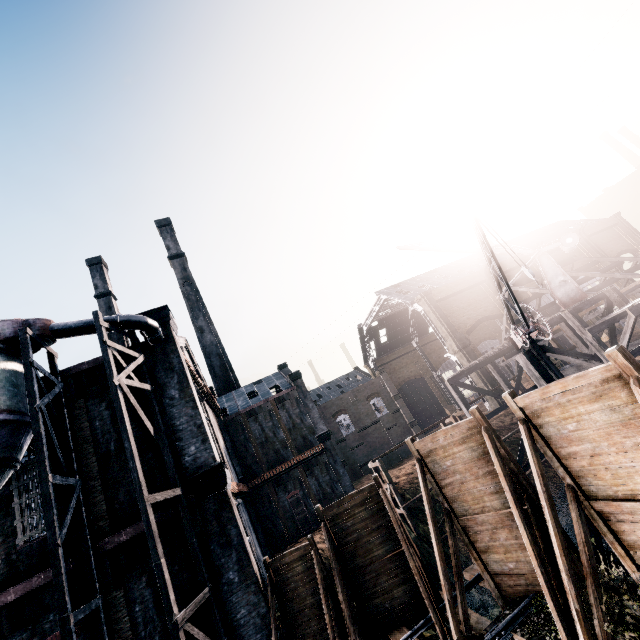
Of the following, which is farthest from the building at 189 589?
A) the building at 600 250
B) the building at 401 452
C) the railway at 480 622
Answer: the building at 600 250

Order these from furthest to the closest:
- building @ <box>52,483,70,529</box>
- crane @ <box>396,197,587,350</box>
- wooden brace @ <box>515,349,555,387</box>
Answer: wooden brace @ <box>515,349,555,387</box> < crane @ <box>396,197,587,350</box> < building @ <box>52,483,70,529</box>

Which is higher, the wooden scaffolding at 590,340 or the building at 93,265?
the building at 93,265

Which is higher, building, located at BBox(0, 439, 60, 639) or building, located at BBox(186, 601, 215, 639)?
building, located at BBox(0, 439, 60, 639)

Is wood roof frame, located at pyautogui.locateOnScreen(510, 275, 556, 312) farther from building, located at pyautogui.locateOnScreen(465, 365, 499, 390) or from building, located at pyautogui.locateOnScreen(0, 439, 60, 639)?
building, located at pyautogui.locateOnScreen(0, 439, 60, 639)

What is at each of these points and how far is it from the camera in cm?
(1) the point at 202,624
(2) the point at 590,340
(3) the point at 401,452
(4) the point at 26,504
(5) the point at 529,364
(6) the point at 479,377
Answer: (1) building, 1191
(2) wooden scaffolding, 1867
(3) building, 5388
(4) building, 1277
(5) wooden brace, 1727
(6) building, 4209

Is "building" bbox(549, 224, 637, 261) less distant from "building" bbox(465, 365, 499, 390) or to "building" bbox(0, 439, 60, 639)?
"building" bbox(465, 365, 499, 390)

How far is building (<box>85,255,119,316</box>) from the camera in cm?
4512
